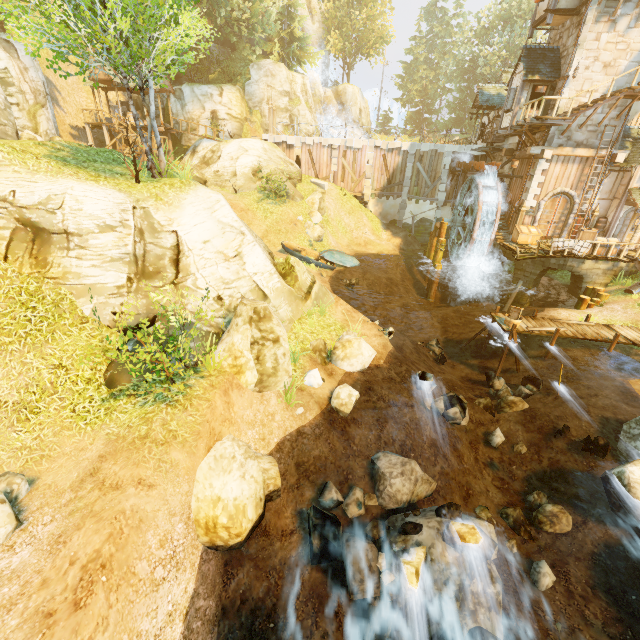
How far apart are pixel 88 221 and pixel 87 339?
3.30m

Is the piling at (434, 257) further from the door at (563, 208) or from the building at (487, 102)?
the building at (487, 102)

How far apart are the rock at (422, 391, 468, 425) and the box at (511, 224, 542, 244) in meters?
14.2

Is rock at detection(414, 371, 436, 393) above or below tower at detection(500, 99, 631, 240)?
below

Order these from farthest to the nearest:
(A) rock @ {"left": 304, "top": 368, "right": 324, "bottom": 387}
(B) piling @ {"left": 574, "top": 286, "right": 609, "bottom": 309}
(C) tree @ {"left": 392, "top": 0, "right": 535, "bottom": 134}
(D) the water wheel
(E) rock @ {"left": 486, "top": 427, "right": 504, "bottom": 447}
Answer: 1. (C) tree @ {"left": 392, "top": 0, "right": 535, "bottom": 134}
2. (D) the water wheel
3. (B) piling @ {"left": 574, "top": 286, "right": 609, "bottom": 309}
4. (E) rock @ {"left": 486, "top": 427, "right": 504, "bottom": 447}
5. (A) rock @ {"left": 304, "top": 368, "right": 324, "bottom": 387}

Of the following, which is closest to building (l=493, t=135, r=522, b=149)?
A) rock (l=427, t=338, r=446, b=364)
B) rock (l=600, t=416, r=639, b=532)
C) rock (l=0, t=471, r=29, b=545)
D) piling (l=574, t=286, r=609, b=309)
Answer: piling (l=574, t=286, r=609, b=309)

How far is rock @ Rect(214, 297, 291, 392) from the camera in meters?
8.7

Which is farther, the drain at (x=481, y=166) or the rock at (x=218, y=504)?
the drain at (x=481, y=166)
